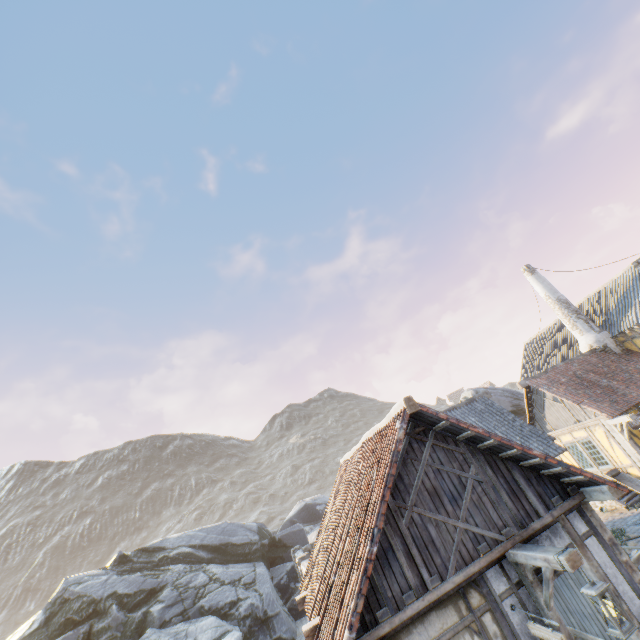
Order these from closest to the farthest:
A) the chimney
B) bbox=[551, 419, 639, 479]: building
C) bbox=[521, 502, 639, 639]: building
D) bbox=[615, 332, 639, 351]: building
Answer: bbox=[521, 502, 639, 639]: building
bbox=[551, 419, 639, 479]: building
bbox=[615, 332, 639, 351]: building
the chimney

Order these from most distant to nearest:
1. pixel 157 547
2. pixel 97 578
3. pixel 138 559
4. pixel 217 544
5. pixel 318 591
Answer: pixel 217 544 < pixel 157 547 < pixel 138 559 < pixel 97 578 < pixel 318 591

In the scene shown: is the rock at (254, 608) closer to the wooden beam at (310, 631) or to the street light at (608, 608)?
the wooden beam at (310, 631)

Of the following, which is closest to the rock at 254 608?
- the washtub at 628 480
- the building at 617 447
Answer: the building at 617 447

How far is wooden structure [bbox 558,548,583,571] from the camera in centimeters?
465cm

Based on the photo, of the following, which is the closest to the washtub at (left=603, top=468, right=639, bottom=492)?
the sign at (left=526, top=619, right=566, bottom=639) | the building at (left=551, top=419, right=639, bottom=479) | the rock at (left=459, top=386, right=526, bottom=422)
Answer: the building at (left=551, top=419, right=639, bottom=479)

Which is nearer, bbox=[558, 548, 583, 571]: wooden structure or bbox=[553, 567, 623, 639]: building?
bbox=[558, 548, 583, 571]: wooden structure

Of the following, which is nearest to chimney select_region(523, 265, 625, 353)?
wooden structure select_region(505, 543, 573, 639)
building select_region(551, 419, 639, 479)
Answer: building select_region(551, 419, 639, 479)
